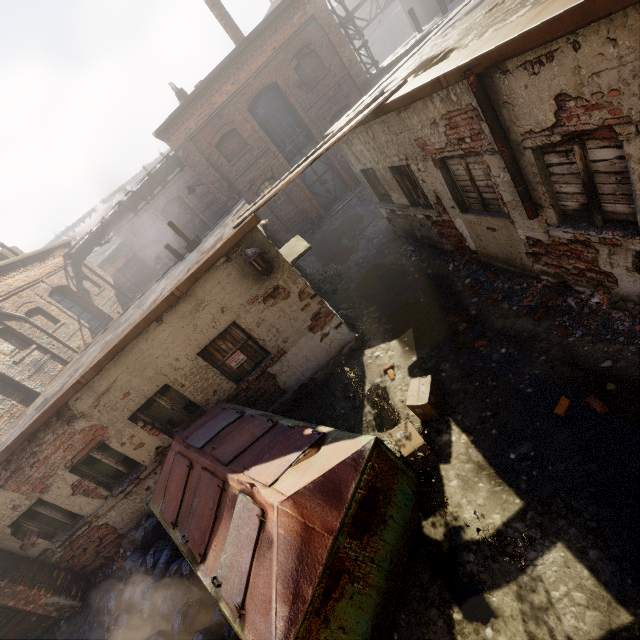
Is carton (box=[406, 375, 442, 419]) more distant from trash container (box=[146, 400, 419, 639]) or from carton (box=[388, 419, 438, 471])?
trash container (box=[146, 400, 419, 639])

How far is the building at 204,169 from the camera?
14.4 meters

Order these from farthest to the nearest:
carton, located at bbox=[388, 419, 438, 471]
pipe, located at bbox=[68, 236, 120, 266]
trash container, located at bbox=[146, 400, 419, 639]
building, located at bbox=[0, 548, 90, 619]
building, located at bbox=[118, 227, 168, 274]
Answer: building, located at bbox=[118, 227, 168, 274] < pipe, located at bbox=[68, 236, 120, 266] < building, located at bbox=[0, 548, 90, 619] < carton, located at bbox=[388, 419, 438, 471] < trash container, located at bbox=[146, 400, 419, 639]

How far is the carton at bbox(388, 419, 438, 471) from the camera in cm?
442

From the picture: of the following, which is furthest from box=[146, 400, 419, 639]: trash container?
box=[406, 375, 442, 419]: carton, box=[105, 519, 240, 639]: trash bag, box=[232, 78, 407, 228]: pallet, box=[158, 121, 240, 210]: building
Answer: box=[158, 121, 240, 210]: building

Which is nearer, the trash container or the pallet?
the trash container

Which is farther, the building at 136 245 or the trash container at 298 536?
the building at 136 245

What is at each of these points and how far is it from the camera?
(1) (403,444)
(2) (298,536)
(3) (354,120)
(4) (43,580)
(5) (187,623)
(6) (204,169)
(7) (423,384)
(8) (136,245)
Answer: (1) carton, 4.55m
(2) trash container, 3.12m
(3) pallet, 5.57m
(4) building, 7.38m
(5) trash bag, 4.62m
(6) building, 15.18m
(7) carton, 5.10m
(8) building, 22.86m
